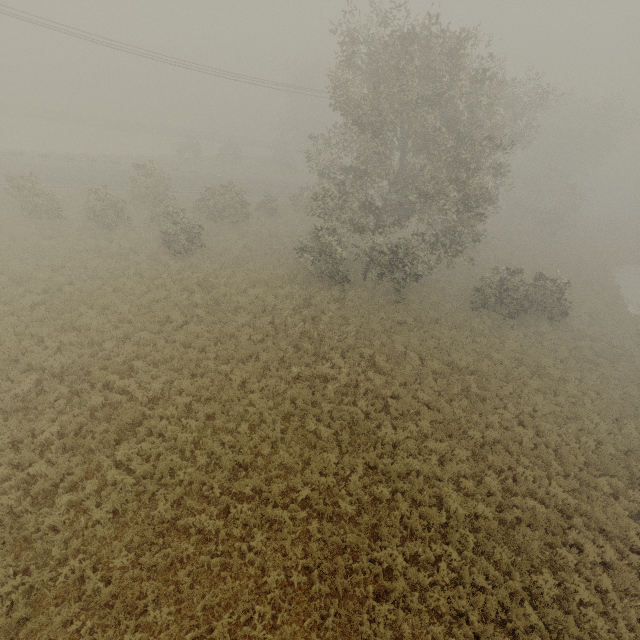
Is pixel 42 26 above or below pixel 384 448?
above
